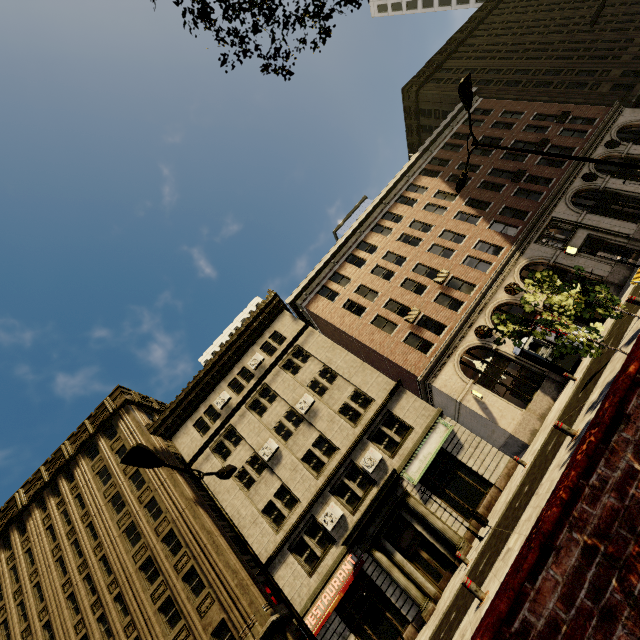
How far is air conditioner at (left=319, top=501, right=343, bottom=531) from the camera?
18.8 meters

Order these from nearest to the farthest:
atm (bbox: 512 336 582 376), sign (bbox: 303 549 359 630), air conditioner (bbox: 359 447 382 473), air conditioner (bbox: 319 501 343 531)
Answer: sign (bbox: 303 549 359 630) → atm (bbox: 512 336 582 376) → air conditioner (bbox: 319 501 343 531) → air conditioner (bbox: 359 447 382 473)

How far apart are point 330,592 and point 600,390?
16.83m

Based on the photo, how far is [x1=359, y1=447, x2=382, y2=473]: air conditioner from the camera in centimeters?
1965cm

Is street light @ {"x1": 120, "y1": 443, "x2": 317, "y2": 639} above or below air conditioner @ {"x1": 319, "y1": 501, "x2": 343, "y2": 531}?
above

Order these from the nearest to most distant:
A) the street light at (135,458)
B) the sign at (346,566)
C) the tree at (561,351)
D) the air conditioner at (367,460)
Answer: the street light at (135,458) → the tree at (561,351) → the sign at (346,566) → the air conditioner at (367,460)

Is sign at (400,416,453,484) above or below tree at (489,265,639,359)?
above

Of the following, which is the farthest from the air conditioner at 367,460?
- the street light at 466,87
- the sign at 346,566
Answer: the street light at 466,87
